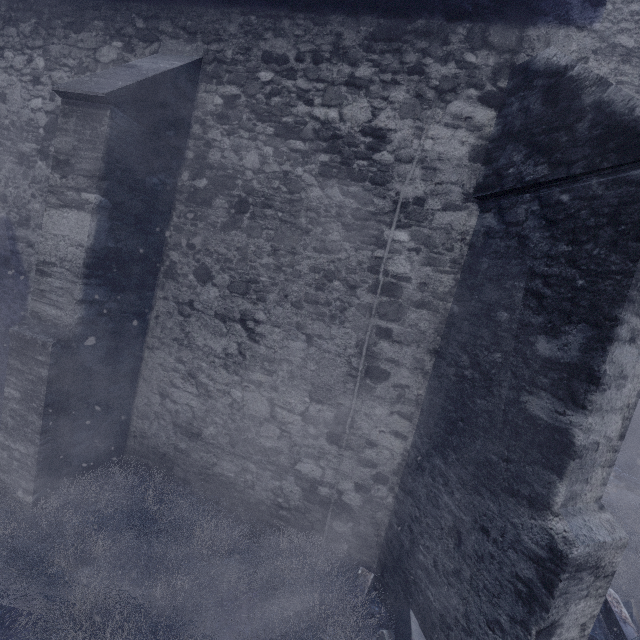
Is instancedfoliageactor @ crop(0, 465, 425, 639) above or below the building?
below

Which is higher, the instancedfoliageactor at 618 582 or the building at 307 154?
the building at 307 154

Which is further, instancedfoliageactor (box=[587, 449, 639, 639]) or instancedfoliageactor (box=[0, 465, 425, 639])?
instancedfoliageactor (box=[587, 449, 639, 639])

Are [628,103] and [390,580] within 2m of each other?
no

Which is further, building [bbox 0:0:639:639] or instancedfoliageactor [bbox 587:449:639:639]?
instancedfoliageactor [bbox 587:449:639:639]
